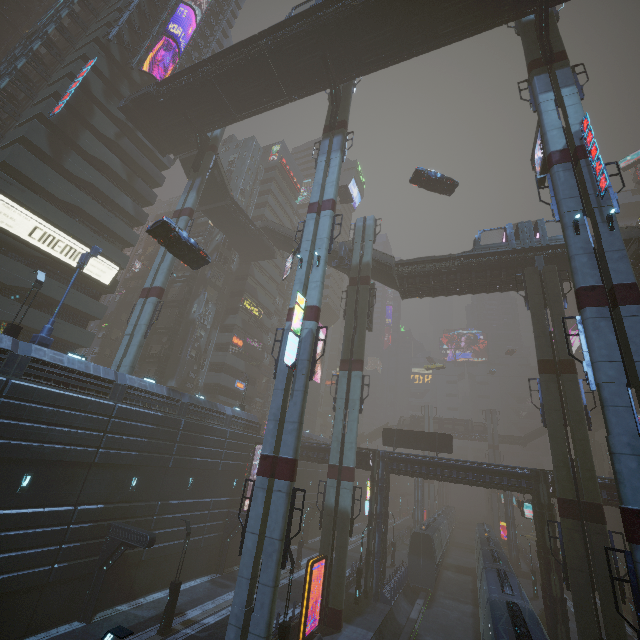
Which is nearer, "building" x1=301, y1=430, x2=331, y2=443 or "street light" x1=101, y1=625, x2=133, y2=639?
"street light" x1=101, y1=625, x2=133, y2=639

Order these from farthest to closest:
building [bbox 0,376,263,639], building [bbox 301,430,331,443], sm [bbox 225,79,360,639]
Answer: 1. building [bbox 301,430,331,443]
2. building [bbox 0,376,263,639]
3. sm [bbox 225,79,360,639]

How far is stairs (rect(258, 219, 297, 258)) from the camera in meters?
42.0 m

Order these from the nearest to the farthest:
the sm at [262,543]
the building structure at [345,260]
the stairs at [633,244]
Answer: the sm at [262,543] < the stairs at [633,244] < the building structure at [345,260]

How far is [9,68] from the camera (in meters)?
29.42

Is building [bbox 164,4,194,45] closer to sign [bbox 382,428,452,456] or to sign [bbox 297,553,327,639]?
sign [bbox 382,428,452,456]

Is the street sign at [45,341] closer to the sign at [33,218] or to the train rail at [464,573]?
the sign at [33,218]

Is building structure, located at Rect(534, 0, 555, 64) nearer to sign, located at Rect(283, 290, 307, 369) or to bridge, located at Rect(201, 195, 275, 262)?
sign, located at Rect(283, 290, 307, 369)
